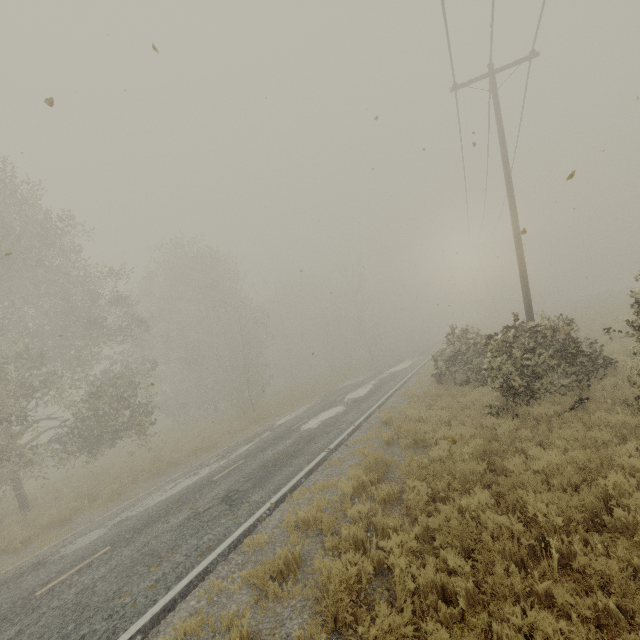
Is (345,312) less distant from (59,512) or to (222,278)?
(222,278)

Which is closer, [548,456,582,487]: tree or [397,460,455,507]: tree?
[548,456,582,487]: tree

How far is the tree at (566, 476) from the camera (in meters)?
5.47

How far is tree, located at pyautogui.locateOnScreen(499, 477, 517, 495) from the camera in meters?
5.4
